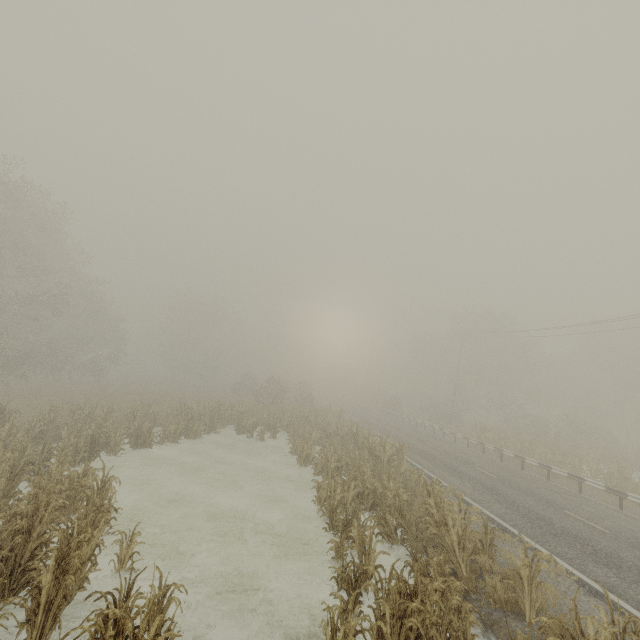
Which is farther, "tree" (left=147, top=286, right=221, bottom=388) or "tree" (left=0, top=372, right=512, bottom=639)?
"tree" (left=147, top=286, right=221, bottom=388)

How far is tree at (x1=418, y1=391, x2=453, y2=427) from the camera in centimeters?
4092cm

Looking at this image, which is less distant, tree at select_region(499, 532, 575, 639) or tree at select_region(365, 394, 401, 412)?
tree at select_region(499, 532, 575, 639)

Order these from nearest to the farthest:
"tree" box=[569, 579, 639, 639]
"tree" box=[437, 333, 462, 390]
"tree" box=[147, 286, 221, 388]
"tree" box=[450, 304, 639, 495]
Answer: "tree" box=[569, 579, 639, 639], "tree" box=[450, 304, 639, 495], "tree" box=[437, 333, 462, 390], "tree" box=[147, 286, 221, 388]

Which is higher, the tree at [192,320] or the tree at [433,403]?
the tree at [192,320]

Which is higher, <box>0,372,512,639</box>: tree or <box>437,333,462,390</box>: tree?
<box>437,333,462,390</box>: tree

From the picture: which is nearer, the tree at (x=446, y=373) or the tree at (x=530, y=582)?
the tree at (x=530, y=582)

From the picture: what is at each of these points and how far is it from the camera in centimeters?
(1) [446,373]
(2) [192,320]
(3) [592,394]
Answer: (1) tree, 5303cm
(2) tree, 5653cm
(3) tree, 4319cm
